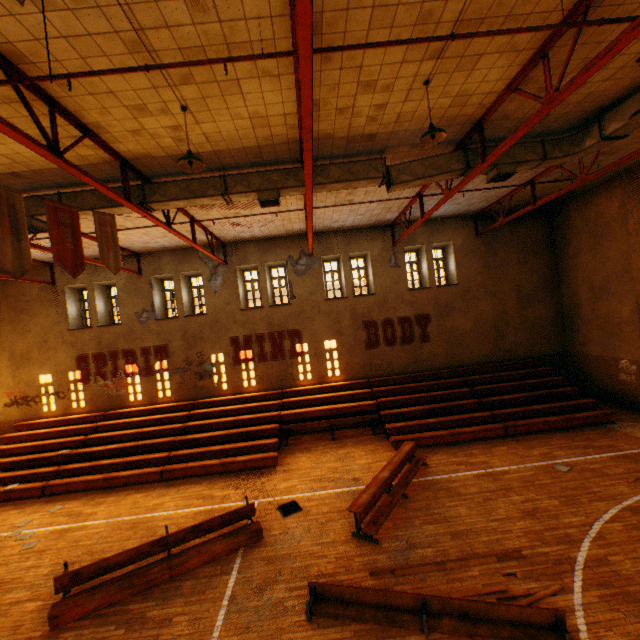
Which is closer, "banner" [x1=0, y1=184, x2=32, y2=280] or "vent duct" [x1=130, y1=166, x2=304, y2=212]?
"banner" [x1=0, y1=184, x2=32, y2=280]

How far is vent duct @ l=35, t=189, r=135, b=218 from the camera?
7.8m

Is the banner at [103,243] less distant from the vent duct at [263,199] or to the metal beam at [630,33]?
the vent duct at [263,199]

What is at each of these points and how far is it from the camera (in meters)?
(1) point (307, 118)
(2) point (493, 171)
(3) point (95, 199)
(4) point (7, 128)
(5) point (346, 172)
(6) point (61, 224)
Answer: (1) metal beam, 4.75
(2) vent duct, 8.16
(3) vent duct, 7.80
(4) metal beam, 4.20
(5) vent duct, 7.94
(6) banner, 5.00

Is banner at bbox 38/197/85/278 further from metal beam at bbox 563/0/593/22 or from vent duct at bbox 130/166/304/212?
metal beam at bbox 563/0/593/22

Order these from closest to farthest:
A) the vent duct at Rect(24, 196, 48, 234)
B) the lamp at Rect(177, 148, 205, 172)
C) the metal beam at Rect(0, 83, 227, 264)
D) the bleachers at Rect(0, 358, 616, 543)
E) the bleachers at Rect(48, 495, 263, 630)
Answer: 1. the metal beam at Rect(0, 83, 227, 264)
2. the lamp at Rect(177, 148, 205, 172)
3. the bleachers at Rect(48, 495, 263, 630)
4. the vent duct at Rect(24, 196, 48, 234)
5. the bleachers at Rect(0, 358, 616, 543)

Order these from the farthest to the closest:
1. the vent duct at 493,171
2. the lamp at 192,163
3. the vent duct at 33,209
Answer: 1. the vent duct at 33,209
2. the vent duct at 493,171
3. the lamp at 192,163

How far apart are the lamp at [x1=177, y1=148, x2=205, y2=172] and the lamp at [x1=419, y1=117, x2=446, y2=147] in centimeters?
385cm
